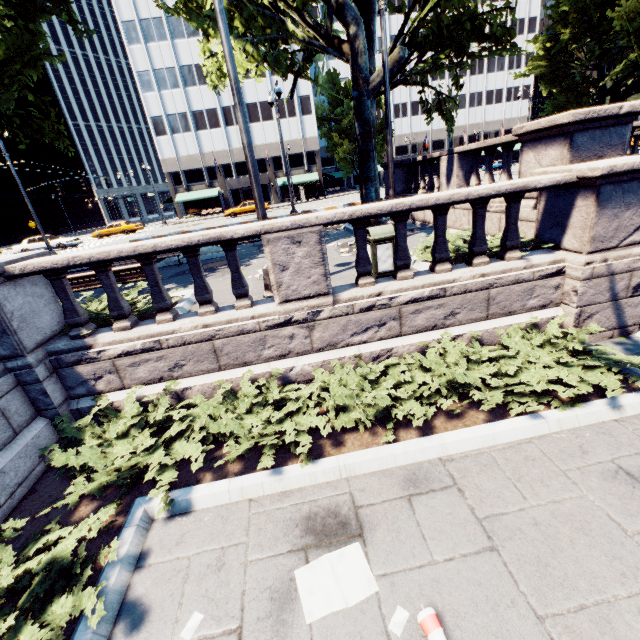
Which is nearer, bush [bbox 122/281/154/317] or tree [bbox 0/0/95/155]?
bush [bbox 122/281/154/317]

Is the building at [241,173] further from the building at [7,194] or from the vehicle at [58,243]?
the building at [7,194]

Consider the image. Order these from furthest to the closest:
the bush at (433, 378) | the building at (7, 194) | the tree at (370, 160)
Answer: the building at (7, 194), the tree at (370, 160), the bush at (433, 378)

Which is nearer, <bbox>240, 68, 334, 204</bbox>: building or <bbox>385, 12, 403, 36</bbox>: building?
<bbox>240, 68, 334, 204</bbox>: building

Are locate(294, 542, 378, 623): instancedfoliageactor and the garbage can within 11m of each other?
yes

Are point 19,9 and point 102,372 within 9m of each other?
no

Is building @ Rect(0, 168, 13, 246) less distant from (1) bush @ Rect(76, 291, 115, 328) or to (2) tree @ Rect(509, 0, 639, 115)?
(2) tree @ Rect(509, 0, 639, 115)

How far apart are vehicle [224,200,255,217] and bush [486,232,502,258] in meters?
32.0 m
